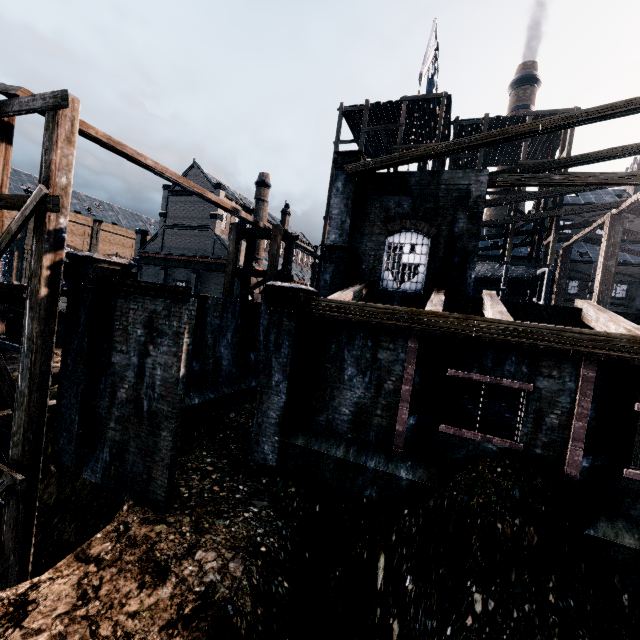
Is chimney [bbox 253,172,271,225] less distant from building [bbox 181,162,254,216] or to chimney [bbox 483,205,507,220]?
building [bbox 181,162,254,216]

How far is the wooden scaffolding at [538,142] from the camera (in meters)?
24.94

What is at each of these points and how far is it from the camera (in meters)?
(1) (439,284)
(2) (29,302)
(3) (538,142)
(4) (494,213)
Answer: (1) building, 14.25
(2) wooden scaffolding, 8.99
(3) wooden scaffolding, 28.75
(4) chimney, 47.56

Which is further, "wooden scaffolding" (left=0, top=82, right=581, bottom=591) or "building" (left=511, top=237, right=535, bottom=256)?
"building" (left=511, top=237, right=535, bottom=256)

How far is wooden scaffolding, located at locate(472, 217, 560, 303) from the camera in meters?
24.4 m

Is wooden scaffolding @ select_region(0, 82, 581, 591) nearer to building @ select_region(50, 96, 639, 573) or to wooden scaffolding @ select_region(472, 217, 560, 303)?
building @ select_region(50, 96, 639, 573)

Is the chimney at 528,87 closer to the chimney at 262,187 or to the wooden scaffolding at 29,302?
the chimney at 262,187

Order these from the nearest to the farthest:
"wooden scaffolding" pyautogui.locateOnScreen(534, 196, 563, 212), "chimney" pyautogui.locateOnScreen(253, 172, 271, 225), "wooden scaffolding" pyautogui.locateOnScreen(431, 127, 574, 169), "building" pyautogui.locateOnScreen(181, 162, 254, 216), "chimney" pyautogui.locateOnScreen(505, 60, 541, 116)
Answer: "wooden scaffolding" pyautogui.locateOnScreen(534, 196, 563, 212), "wooden scaffolding" pyautogui.locateOnScreen(431, 127, 574, 169), "building" pyautogui.locateOnScreen(181, 162, 254, 216), "chimney" pyautogui.locateOnScreen(505, 60, 541, 116), "chimney" pyautogui.locateOnScreen(253, 172, 271, 225)
